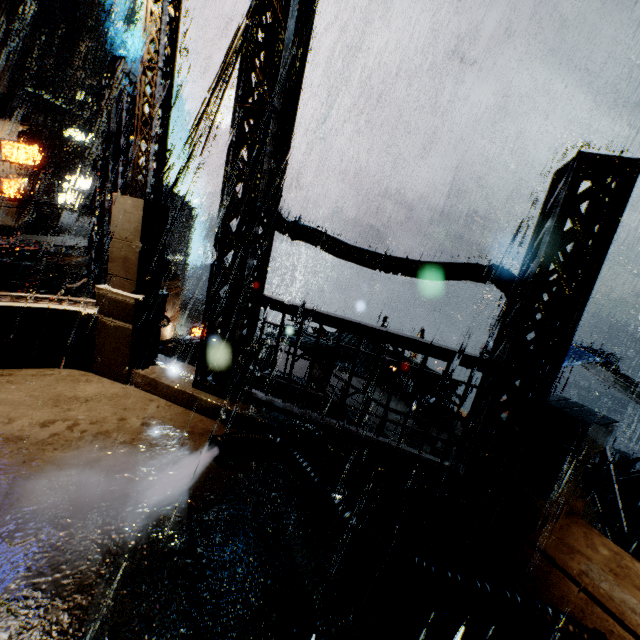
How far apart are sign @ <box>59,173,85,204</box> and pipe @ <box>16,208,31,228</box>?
6.8 meters

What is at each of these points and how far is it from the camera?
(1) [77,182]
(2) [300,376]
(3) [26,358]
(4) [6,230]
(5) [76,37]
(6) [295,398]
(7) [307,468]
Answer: (1) sign, 35.7m
(2) building, 16.4m
(3) bridge, 5.8m
(4) cloth, 24.4m
(5) building, 45.7m
(6) building, 15.7m
(7) pipe, 4.5m

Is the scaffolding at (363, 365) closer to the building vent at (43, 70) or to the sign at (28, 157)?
the sign at (28, 157)

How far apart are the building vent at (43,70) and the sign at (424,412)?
55.59m

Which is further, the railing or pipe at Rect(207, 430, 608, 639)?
the railing

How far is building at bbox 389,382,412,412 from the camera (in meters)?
15.39

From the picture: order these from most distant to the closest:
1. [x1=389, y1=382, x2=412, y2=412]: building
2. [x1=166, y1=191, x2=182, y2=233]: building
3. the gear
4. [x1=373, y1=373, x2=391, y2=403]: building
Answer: [x1=166, y1=191, x2=182, y2=233]: building → the gear → [x1=373, y1=373, x2=391, y2=403]: building → [x1=389, y1=382, x2=412, y2=412]: building

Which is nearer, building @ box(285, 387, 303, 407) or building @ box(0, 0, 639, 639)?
building @ box(0, 0, 639, 639)
